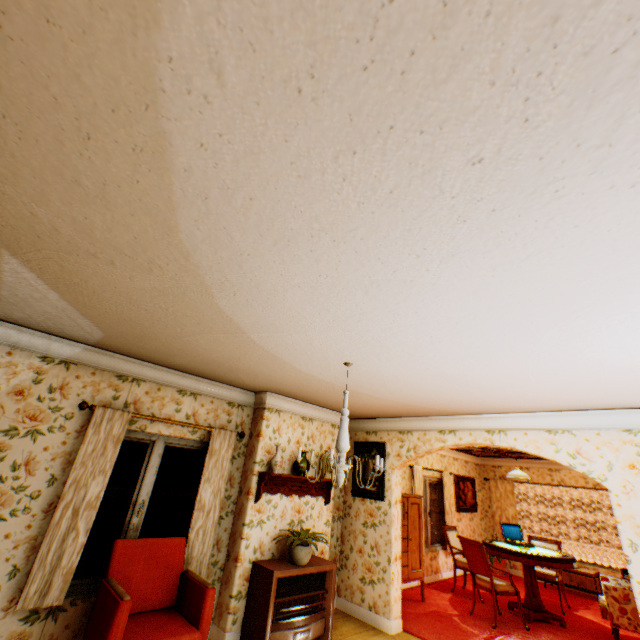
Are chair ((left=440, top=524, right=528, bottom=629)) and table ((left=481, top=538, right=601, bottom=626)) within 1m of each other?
yes

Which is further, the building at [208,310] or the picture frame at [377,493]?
the picture frame at [377,493]

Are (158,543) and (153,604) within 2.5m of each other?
yes

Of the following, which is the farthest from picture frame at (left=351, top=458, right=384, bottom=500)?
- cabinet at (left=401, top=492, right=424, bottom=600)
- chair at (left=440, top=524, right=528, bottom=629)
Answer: chair at (left=440, top=524, right=528, bottom=629)

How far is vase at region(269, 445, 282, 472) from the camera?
4.8 meters

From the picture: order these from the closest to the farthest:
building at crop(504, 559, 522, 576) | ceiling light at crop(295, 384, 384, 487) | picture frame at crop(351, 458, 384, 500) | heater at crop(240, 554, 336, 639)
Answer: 1. ceiling light at crop(295, 384, 384, 487)
2. heater at crop(240, 554, 336, 639)
3. picture frame at crop(351, 458, 384, 500)
4. building at crop(504, 559, 522, 576)

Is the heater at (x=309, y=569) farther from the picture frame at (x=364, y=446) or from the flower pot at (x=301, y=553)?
the picture frame at (x=364, y=446)

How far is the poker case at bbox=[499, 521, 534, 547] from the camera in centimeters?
675cm
